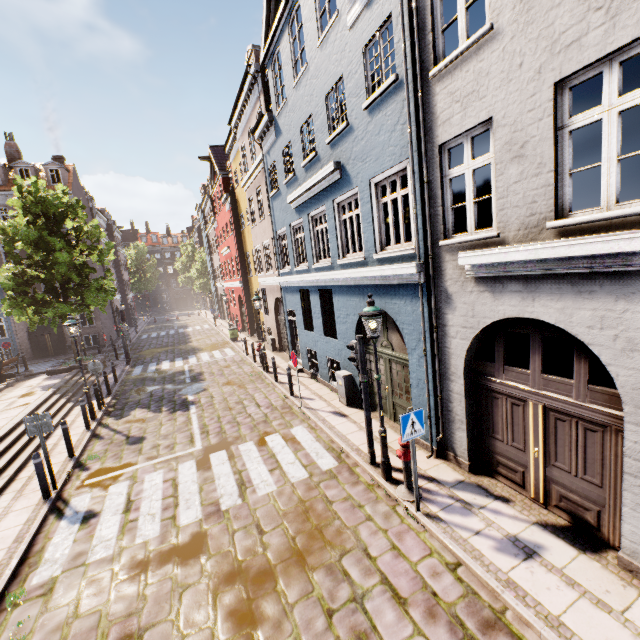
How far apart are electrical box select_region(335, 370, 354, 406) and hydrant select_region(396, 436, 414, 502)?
4.1m

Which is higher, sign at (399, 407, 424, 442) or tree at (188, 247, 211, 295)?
tree at (188, 247, 211, 295)

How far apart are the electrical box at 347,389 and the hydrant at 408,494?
4.1m

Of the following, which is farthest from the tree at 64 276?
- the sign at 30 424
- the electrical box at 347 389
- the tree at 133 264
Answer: the tree at 133 264

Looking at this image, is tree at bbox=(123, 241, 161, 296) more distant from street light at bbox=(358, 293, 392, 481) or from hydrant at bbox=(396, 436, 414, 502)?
hydrant at bbox=(396, 436, 414, 502)

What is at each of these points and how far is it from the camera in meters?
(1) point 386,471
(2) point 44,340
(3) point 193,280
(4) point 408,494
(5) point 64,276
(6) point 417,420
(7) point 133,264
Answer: (1) street light, 6.6 m
(2) building, 27.3 m
(3) tree, 59.5 m
(4) hydrant, 6.1 m
(5) tree, 18.5 m
(6) sign, 5.5 m
(7) tree, 57.1 m

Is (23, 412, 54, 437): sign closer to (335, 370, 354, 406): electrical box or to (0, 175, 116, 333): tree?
(0, 175, 116, 333): tree

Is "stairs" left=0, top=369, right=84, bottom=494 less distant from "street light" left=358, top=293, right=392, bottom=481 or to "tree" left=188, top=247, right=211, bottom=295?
"street light" left=358, top=293, right=392, bottom=481
